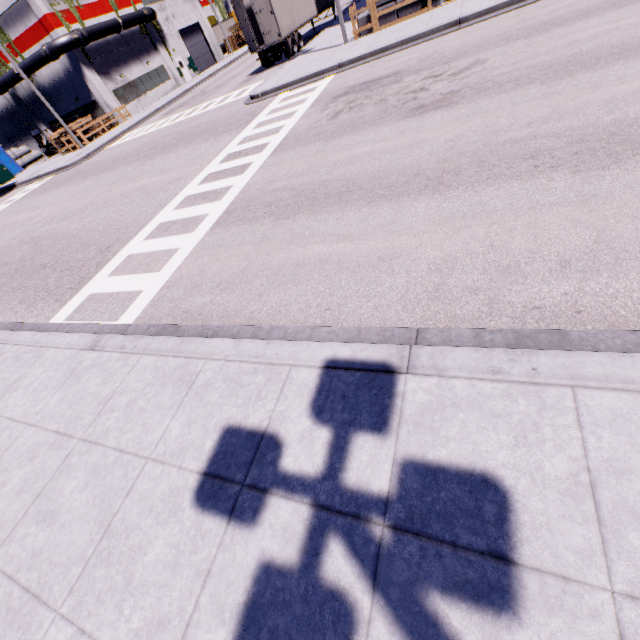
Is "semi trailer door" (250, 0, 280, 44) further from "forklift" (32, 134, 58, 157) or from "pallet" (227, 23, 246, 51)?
"pallet" (227, 23, 246, 51)

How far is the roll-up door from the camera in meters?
40.5 m

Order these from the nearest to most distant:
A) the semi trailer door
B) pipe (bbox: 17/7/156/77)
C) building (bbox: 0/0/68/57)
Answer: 1. the semi trailer door
2. building (bbox: 0/0/68/57)
3. pipe (bbox: 17/7/156/77)

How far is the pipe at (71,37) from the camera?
27.7m

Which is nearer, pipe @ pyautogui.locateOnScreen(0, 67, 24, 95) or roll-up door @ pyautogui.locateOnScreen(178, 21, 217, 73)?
pipe @ pyautogui.locateOnScreen(0, 67, 24, 95)

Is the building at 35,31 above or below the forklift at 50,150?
above

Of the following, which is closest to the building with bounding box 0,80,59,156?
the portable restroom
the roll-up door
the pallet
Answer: the roll-up door

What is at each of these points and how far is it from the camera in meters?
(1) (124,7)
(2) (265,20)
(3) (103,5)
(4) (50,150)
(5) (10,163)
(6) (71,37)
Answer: (1) building, 33.1
(2) semi trailer door, 20.8
(3) building, 31.2
(4) forklift, 34.5
(5) portable restroom, 34.4
(6) pipe, 27.8
